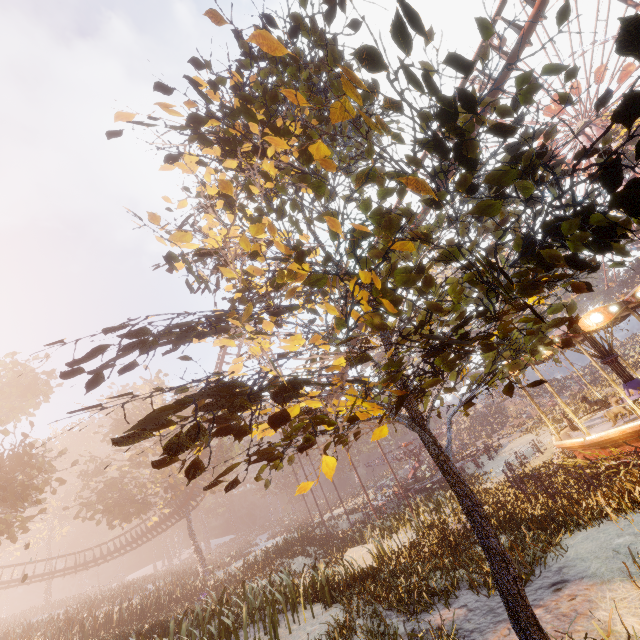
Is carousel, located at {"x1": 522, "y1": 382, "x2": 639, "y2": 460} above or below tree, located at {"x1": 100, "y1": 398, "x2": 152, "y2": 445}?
below

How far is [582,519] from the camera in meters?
6.6 m

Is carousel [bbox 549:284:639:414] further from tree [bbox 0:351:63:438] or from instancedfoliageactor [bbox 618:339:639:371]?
instancedfoliageactor [bbox 618:339:639:371]

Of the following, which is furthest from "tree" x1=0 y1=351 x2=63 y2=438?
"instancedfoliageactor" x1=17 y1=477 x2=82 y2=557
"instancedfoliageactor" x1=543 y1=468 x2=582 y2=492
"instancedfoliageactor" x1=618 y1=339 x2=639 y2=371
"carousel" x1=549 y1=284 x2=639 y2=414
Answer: "instancedfoliageactor" x1=618 y1=339 x2=639 y2=371

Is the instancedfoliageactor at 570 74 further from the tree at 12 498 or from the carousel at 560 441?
the tree at 12 498

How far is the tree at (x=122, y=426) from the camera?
30.62m

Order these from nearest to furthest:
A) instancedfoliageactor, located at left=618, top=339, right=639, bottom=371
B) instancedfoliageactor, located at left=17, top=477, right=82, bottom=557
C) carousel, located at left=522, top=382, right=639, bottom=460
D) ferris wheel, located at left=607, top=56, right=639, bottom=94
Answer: carousel, located at left=522, top=382, right=639, bottom=460, ferris wheel, located at left=607, top=56, right=639, bottom=94, instancedfoliageactor, located at left=618, top=339, right=639, bottom=371, instancedfoliageactor, located at left=17, top=477, right=82, bottom=557

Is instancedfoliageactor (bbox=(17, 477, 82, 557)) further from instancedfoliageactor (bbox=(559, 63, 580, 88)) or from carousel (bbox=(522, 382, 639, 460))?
carousel (bbox=(522, 382, 639, 460))
